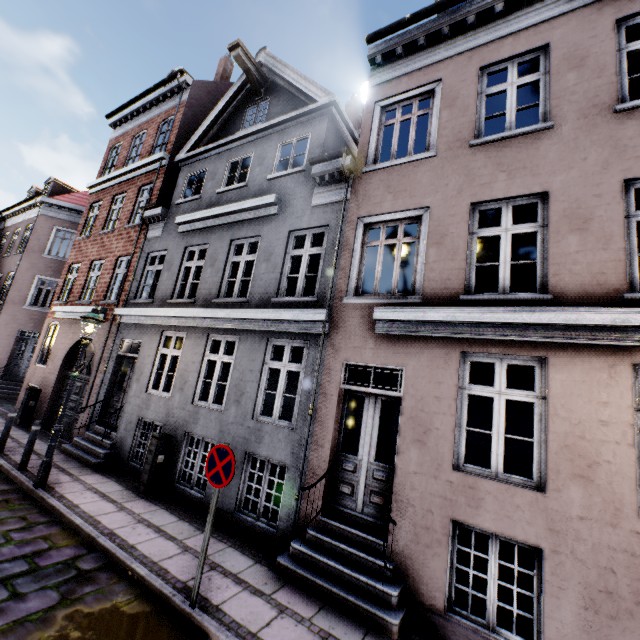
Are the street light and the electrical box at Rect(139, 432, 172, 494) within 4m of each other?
yes

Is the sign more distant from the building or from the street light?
the street light

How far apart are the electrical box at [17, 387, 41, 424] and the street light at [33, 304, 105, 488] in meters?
6.7

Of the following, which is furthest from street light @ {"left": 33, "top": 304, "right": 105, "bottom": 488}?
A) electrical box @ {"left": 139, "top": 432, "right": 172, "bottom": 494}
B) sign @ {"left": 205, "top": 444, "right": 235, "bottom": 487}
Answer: sign @ {"left": 205, "top": 444, "right": 235, "bottom": 487}

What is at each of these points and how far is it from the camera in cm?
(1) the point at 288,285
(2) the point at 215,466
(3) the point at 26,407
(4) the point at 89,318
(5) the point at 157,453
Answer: (1) building, 1838
(2) sign, 436
(3) electrical box, 1162
(4) street light, 724
(5) electrical box, 742

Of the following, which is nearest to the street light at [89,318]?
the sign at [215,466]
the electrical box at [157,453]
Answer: the electrical box at [157,453]

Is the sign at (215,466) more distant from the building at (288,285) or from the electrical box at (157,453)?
the electrical box at (157,453)

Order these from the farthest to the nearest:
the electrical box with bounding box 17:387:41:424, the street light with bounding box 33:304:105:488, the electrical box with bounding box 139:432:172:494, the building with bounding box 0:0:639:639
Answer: the electrical box with bounding box 17:387:41:424 < the electrical box with bounding box 139:432:172:494 < the street light with bounding box 33:304:105:488 < the building with bounding box 0:0:639:639
